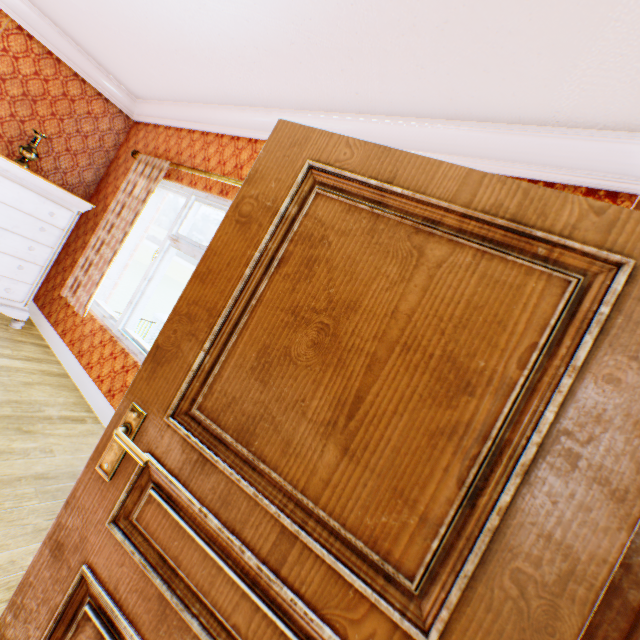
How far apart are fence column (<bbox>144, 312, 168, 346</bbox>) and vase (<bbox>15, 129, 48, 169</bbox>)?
13.86m

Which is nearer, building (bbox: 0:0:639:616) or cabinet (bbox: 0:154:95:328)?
building (bbox: 0:0:639:616)

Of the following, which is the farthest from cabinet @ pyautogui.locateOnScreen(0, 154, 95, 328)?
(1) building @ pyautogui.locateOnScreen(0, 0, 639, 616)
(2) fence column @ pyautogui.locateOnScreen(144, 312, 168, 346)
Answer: (2) fence column @ pyautogui.locateOnScreen(144, 312, 168, 346)

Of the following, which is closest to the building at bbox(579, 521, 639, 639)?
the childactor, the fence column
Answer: the childactor

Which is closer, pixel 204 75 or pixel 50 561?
pixel 50 561

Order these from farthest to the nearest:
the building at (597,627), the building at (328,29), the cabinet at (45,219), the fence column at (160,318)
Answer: the fence column at (160,318) < the cabinet at (45,219) < the building at (328,29) < the building at (597,627)

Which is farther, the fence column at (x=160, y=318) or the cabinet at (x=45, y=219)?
the fence column at (x=160, y=318)

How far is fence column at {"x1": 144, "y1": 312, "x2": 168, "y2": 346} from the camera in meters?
16.4 m
